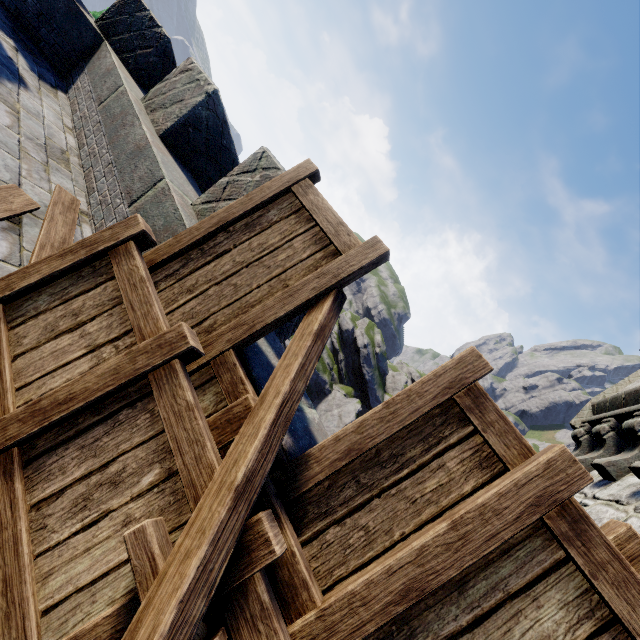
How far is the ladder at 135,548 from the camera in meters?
1.1

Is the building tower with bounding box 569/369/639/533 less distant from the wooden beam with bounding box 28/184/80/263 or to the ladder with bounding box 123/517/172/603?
the ladder with bounding box 123/517/172/603

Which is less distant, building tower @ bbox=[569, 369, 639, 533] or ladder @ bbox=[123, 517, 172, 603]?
ladder @ bbox=[123, 517, 172, 603]

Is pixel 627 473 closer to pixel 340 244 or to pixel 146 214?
pixel 340 244

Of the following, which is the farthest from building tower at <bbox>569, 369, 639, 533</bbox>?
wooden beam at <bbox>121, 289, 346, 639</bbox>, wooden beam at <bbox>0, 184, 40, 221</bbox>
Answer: wooden beam at <bbox>0, 184, 40, 221</bbox>

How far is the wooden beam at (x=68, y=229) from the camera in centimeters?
266cm

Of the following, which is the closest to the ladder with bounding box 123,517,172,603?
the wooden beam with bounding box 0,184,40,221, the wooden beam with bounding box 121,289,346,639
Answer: the wooden beam with bounding box 121,289,346,639
